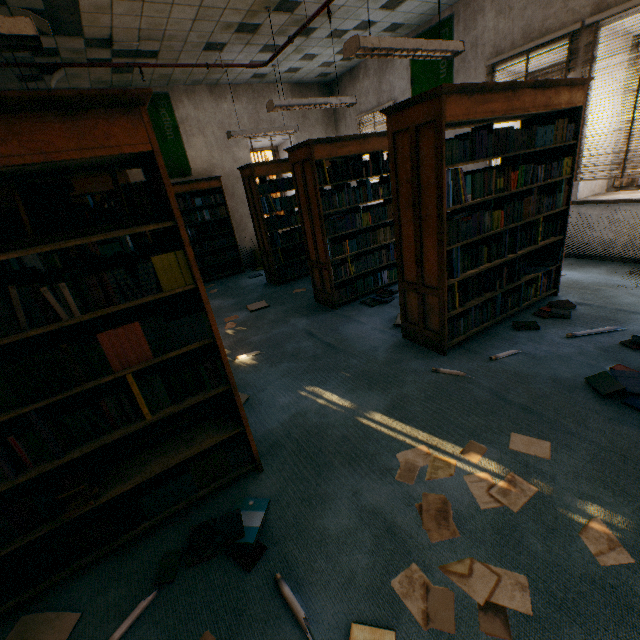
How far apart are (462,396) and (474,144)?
2.05m

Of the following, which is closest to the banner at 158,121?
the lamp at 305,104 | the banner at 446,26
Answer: the lamp at 305,104

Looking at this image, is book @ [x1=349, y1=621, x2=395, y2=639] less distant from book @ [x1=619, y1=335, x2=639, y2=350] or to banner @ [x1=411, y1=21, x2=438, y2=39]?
book @ [x1=619, y1=335, x2=639, y2=350]

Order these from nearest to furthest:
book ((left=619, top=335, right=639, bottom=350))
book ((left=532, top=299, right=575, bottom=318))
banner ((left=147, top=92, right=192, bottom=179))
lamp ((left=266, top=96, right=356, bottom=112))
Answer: book ((left=619, top=335, right=639, bottom=350)), book ((left=532, top=299, right=575, bottom=318)), lamp ((left=266, top=96, right=356, bottom=112)), banner ((left=147, top=92, right=192, bottom=179))

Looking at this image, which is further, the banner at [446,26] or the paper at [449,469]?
the banner at [446,26]

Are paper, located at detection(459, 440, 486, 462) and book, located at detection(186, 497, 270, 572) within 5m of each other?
yes

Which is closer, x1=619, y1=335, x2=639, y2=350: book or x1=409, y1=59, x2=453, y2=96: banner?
x1=619, y1=335, x2=639, y2=350: book

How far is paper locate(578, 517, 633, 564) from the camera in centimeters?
144cm
